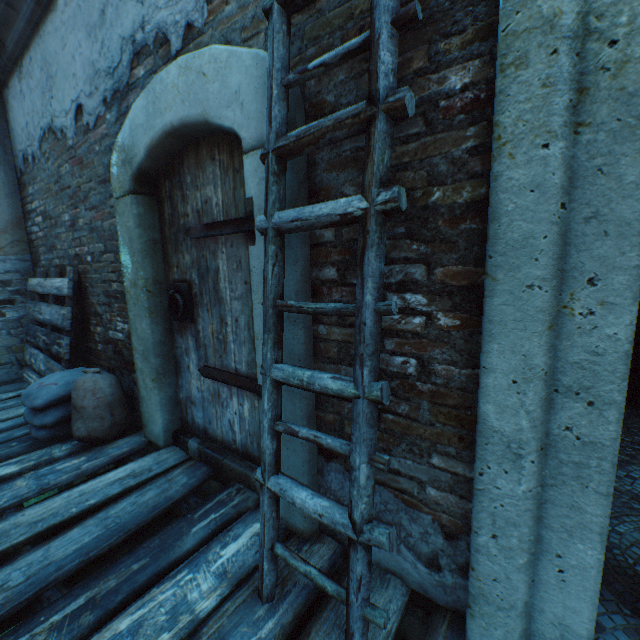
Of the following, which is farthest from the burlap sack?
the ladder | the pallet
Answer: the ladder

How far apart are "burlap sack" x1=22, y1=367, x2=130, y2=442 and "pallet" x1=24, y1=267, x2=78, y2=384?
0.0m

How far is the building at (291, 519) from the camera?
1.66m

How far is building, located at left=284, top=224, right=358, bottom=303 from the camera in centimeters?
137cm

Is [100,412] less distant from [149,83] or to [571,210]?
[149,83]

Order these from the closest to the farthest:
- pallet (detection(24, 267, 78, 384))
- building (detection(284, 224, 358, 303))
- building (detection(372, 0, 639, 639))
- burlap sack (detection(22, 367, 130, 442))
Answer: building (detection(372, 0, 639, 639)) → building (detection(284, 224, 358, 303)) → burlap sack (detection(22, 367, 130, 442)) → pallet (detection(24, 267, 78, 384))

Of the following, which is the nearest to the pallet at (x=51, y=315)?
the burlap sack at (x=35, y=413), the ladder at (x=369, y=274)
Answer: the burlap sack at (x=35, y=413)
